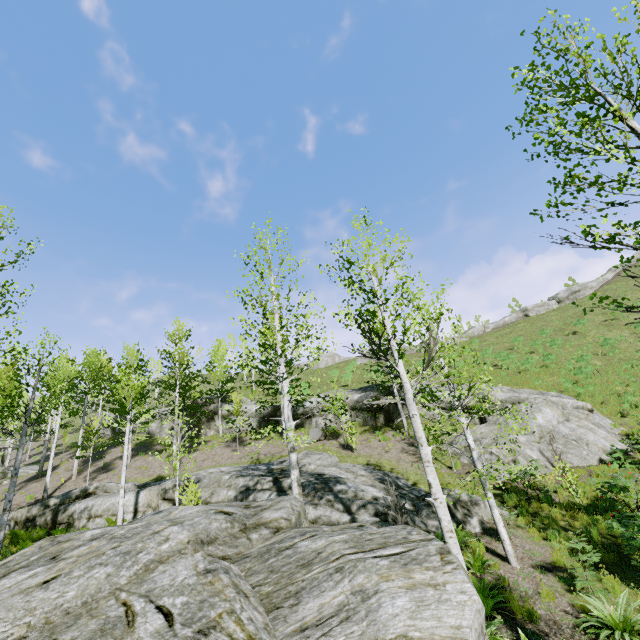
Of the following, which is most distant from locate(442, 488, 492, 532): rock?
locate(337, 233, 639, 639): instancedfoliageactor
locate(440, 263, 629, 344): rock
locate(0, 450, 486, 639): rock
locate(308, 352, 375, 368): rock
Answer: locate(308, 352, 375, 368): rock

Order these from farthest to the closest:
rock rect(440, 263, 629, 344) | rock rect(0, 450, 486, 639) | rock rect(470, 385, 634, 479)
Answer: rock rect(440, 263, 629, 344), rock rect(470, 385, 634, 479), rock rect(0, 450, 486, 639)

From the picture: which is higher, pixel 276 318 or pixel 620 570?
pixel 276 318

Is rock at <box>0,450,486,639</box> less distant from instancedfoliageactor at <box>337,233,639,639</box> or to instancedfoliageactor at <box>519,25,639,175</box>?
instancedfoliageactor at <box>519,25,639,175</box>

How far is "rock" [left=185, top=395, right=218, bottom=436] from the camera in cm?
2917

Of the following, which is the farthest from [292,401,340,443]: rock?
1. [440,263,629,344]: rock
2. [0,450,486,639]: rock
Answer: [440,263,629,344]: rock

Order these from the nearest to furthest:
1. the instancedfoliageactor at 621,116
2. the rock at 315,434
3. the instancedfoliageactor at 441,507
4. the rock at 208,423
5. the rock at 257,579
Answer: the rock at 257,579
the instancedfoliageactor at 621,116
the instancedfoliageactor at 441,507
the rock at 315,434
the rock at 208,423

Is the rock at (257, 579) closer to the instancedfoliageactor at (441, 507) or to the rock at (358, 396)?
the instancedfoliageactor at (441, 507)
